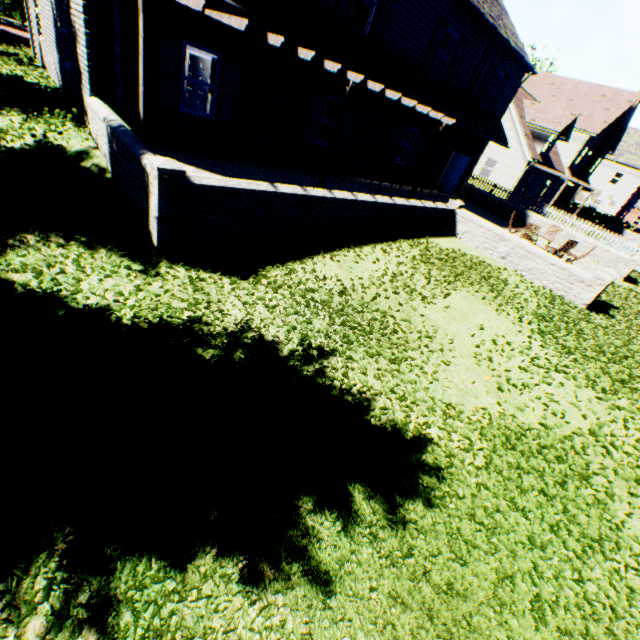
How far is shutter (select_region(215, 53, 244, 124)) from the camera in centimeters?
895cm

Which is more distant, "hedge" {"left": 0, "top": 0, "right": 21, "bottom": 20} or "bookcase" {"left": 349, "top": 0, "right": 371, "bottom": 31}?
"hedge" {"left": 0, "top": 0, "right": 21, "bottom": 20}

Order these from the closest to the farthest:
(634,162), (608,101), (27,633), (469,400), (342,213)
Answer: (27,633)
(469,400)
(342,213)
(608,101)
(634,162)

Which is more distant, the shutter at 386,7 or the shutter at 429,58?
the shutter at 429,58

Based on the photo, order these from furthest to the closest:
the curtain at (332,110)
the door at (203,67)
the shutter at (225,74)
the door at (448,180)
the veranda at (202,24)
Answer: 1. the door at (448,180)
2. the door at (203,67)
3. the curtain at (332,110)
4. the shutter at (225,74)
5. the veranda at (202,24)

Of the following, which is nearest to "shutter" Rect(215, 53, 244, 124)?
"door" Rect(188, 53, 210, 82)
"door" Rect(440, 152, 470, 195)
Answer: "door" Rect(188, 53, 210, 82)

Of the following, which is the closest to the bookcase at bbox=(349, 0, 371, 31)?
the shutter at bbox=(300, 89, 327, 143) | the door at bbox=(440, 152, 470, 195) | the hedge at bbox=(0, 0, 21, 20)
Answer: the shutter at bbox=(300, 89, 327, 143)

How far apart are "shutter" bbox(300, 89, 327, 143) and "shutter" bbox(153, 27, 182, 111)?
4.33m
